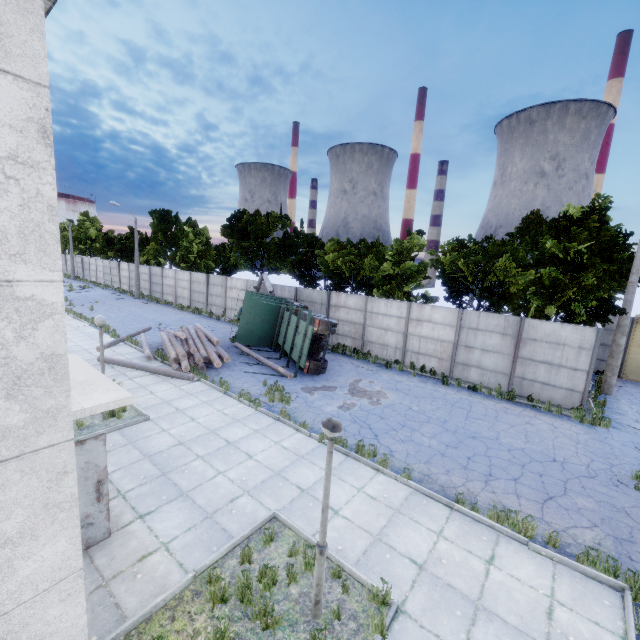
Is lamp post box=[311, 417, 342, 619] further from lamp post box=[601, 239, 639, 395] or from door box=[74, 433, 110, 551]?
lamp post box=[601, 239, 639, 395]

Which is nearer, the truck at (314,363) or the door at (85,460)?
the door at (85,460)

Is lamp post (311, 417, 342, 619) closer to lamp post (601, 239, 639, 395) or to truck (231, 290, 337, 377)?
truck (231, 290, 337, 377)

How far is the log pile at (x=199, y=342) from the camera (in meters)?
14.93

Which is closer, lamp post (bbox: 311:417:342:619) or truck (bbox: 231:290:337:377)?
lamp post (bbox: 311:417:342:619)

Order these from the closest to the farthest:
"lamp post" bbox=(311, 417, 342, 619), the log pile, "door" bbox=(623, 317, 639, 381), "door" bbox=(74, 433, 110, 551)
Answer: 1. "lamp post" bbox=(311, 417, 342, 619)
2. "door" bbox=(74, 433, 110, 551)
3. the log pile
4. "door" bbox=(623, 317, 639, 381)

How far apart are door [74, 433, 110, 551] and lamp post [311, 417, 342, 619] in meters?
4.0 m

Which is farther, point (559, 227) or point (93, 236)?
point (93, 236)
